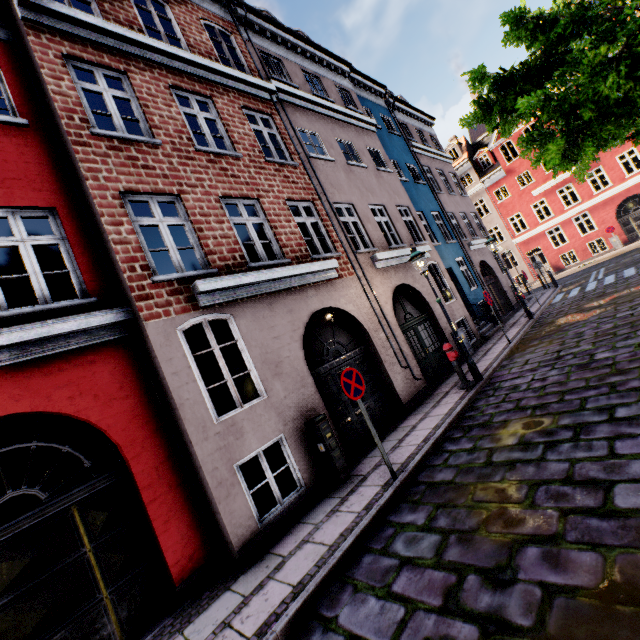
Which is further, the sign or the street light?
the street light

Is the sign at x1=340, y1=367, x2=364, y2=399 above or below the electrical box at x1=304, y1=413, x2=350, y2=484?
above

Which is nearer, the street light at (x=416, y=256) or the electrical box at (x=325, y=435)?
the electrical box at (x=325, y=435)

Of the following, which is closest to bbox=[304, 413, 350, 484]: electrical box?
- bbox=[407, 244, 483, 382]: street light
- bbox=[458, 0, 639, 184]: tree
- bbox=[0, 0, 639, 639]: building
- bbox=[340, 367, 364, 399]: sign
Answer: bbox=[0, 0, 639, 639]: building

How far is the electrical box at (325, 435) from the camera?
5.98m

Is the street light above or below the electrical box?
above

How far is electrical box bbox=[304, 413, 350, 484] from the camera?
6.0m

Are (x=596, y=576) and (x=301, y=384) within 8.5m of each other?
yes
